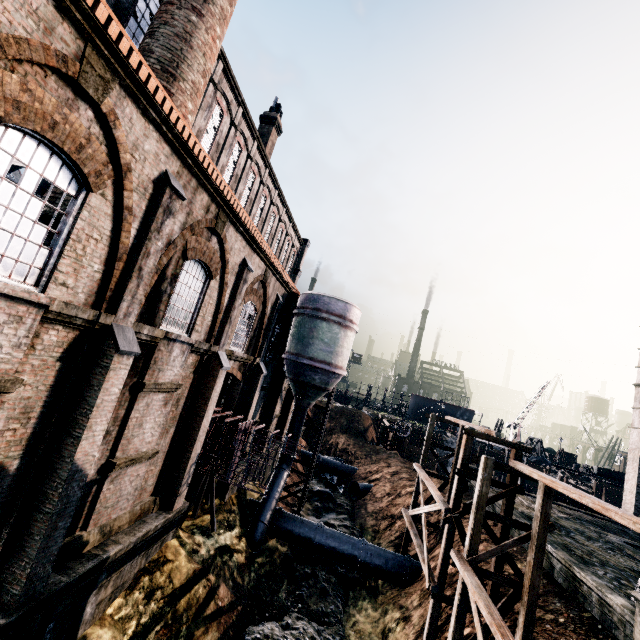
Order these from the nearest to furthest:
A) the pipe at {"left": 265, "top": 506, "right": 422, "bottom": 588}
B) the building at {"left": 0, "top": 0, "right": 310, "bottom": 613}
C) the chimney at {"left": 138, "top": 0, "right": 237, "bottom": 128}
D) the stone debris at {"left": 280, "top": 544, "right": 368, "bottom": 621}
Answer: the building at {"left": 0, "top": 0, "right": 310, "bottom": 613}, the chimney at {"left": 138, "top": 0, "right": 237, "bottom": 128}, the stone debris at {"left": 280, "top": 544, "right": 368, "bottom": 621}, the pipe at {"left": 265, "top": 506, "right": 422, "bottom": 588}

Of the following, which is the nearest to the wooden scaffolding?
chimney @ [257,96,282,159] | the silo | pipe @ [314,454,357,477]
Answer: the silo

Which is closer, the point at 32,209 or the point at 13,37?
the point at 13,37

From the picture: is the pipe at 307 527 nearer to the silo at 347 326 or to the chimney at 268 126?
the silo at 347 326

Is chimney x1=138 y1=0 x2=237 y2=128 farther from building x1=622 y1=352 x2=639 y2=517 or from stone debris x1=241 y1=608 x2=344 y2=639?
stone debris x1=241 y1=608 x2=344 y2=639

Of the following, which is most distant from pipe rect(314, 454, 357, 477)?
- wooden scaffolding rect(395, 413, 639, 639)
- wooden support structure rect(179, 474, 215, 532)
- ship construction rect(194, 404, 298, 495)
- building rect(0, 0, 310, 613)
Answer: ship construction rect(194, 404, 298, 495)

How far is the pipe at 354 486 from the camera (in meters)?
32.06

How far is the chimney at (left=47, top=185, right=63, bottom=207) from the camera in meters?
9.9 m
